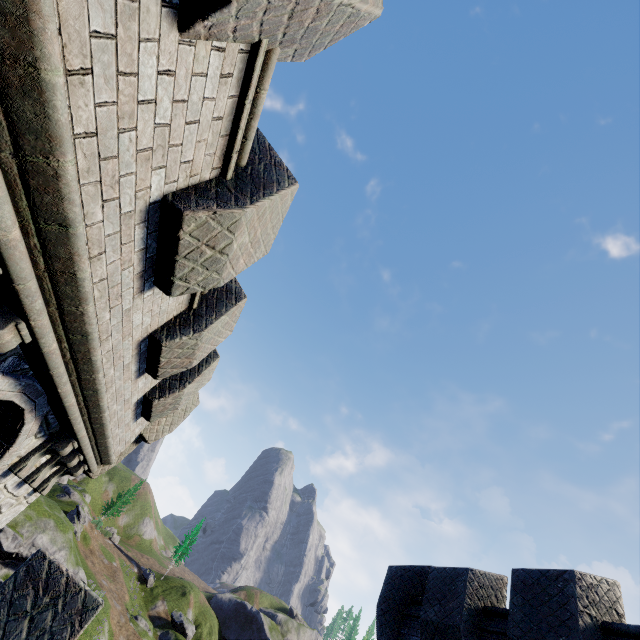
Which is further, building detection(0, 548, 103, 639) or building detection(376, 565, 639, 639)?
building detection(376, 565, 639, 639)

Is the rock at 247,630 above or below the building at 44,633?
above

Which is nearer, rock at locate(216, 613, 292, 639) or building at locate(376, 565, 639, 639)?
building at locate(376, 565, 639, 639)

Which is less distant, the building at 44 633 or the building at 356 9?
the building at 356 9

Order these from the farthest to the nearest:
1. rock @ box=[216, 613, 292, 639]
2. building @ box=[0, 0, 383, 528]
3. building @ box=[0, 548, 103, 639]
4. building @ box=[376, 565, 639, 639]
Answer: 1. rock @ box=[216, 613, 292, 639]
2. building @ box=[376, 565, 639, 639]
3. building @ box=[0, 548, 103, 639]
4. building @ box=[0, 0, 383, 528]

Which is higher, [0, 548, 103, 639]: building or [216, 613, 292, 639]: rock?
[216, 613, 292, 639]: rock

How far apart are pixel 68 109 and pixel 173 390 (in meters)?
6.06
